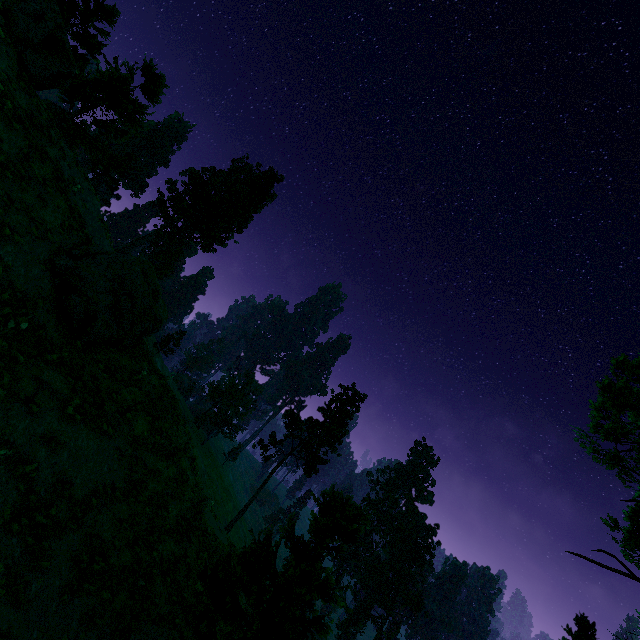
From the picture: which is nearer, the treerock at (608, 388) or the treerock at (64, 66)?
the treerock at (64, 66)

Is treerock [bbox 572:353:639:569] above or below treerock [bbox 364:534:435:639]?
above

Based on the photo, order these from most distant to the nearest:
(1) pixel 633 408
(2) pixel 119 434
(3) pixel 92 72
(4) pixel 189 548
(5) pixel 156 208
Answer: (5) pixel 156 208 < (3) pixel 92 72 < (1) pixel 633 408 < (4) pixel 189 548 < (2) pixel 119 434

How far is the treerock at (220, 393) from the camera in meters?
58.5

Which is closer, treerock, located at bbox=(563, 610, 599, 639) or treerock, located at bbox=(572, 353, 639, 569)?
treerock, located at bbox=(572, 353, 639, 569)

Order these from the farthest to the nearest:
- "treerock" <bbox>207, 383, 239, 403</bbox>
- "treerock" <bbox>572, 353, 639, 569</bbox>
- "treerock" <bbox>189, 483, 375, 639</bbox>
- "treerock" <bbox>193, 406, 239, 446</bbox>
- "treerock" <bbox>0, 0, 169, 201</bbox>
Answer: "treerock" <bbox>207, 383, 239, 403</bbox>
"treerock" <bbox>193, 406, 239, 446</bbox>
"treerock" <bbox>572, 353, 639, 569</bbox>
"treerock" <bbox>0, 0, 169, 201</bbox>
"treerock" <bbox>189, 483, 375, 639</bbox>

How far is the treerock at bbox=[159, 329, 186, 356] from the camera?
28.19m
